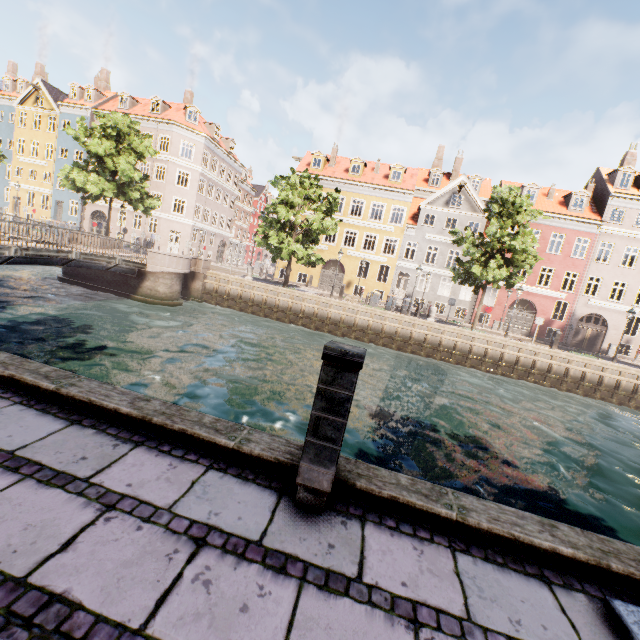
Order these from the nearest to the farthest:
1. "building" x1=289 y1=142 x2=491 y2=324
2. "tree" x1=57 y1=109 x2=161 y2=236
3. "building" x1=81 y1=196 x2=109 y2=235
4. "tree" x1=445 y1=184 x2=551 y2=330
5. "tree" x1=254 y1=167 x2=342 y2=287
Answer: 1. "tree" x1=445 y1=184 x2=551 y2=330
2. "tree" x1=254 y1=167 x2=342 y2=287
3. "tree" x1=57 y1=109 x2=161 y2=236
4. "building" x1=289 y1=142 x2=491 y2=324
5. "building" x1=81 y1=196 x2=109 y2=235

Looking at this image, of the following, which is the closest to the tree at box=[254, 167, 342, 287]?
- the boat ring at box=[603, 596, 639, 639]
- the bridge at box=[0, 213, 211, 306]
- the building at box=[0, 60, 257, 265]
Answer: the bridge at box=[0, 213, 211, 306]

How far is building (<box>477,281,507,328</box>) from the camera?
29.5m

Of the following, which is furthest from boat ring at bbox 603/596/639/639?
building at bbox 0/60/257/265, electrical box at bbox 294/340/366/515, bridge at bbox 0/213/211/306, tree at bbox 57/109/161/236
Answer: building at bbox 0/60/257/265

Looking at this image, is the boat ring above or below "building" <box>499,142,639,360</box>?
below

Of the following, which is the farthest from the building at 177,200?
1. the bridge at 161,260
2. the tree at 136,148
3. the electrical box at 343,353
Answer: the electrical box at 343,353

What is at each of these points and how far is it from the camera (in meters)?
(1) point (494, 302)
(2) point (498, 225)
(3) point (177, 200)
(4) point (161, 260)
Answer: (1) building, 29.77
(2) tree, 19.94
(3) building, 36.09
(4) bridge, 19.64

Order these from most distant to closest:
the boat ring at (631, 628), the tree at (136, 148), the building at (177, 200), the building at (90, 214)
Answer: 1. the building at (90, 214)
2. the building at (177, 200)
3. the tree at (136, 148)
4. the boat ring at (631, 628)
